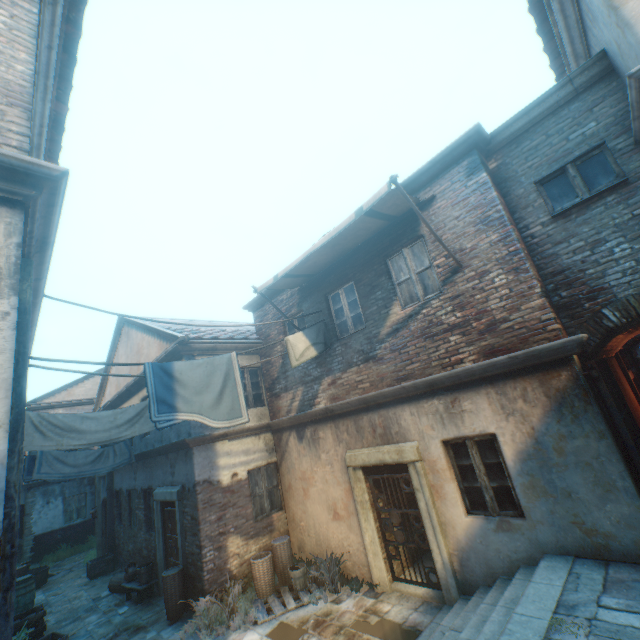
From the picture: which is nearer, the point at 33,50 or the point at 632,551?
the point at 33,50

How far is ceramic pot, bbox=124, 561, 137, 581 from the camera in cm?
953

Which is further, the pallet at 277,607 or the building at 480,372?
the pallet at 277,607

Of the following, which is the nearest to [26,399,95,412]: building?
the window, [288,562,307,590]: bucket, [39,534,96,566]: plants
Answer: the window

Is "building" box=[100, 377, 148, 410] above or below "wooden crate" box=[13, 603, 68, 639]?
above

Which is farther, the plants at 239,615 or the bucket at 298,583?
the bucket at 298,583

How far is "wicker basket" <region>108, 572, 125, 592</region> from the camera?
9.9m

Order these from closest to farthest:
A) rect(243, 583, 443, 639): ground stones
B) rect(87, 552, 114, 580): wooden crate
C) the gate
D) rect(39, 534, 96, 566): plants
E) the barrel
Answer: the gate → rect(243, 583, 443, 639): ground stones → the barrel → rect(87, 552, 114, 580): wooden crate → rect(39, 534, 96, 566): plants
